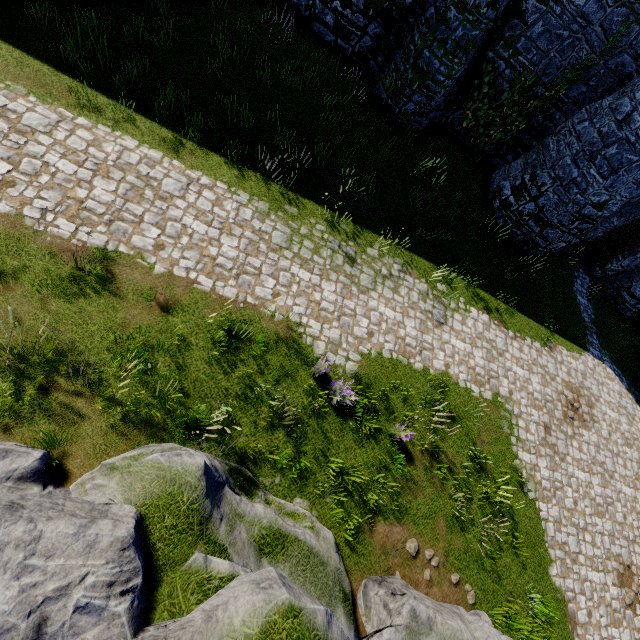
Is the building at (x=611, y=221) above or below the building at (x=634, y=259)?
above

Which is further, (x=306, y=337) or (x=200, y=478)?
(x=306, y=337)

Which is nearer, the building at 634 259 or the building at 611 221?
the building at 611 221

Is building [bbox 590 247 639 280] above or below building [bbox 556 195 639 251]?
below

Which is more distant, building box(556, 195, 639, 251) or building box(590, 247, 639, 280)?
building box(590, 247, 639, 280)
